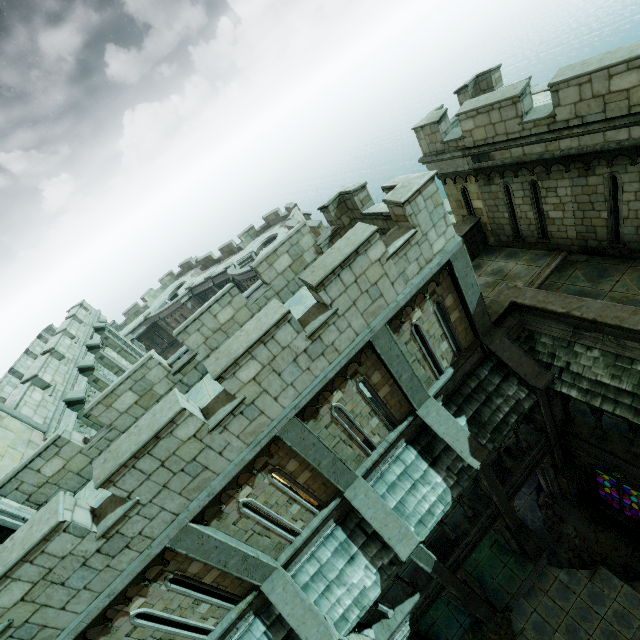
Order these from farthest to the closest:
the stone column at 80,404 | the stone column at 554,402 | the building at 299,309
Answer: the stone column at 80,404 → the stone column at 554,402 → the building at 299,309

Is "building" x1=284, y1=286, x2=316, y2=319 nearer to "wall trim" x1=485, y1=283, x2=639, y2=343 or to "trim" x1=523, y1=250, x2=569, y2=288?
"wall trim" x1=485, y1=283, x2=639, y2=343

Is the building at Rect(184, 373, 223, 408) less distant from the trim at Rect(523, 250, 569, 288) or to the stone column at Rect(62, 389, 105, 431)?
the stone column at Rect(62, 389, 105, 431)

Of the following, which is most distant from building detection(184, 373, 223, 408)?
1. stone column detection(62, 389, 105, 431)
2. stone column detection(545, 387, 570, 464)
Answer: stone column detection(62, 389, 105, 431)

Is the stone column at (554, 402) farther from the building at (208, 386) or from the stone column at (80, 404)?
the stone column at (80, 404)

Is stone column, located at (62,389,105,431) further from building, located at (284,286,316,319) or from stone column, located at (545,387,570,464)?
stone column, located at (545,387,570,464)

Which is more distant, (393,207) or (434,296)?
(434,296)

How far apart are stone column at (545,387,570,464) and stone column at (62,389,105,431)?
15.7 meters
